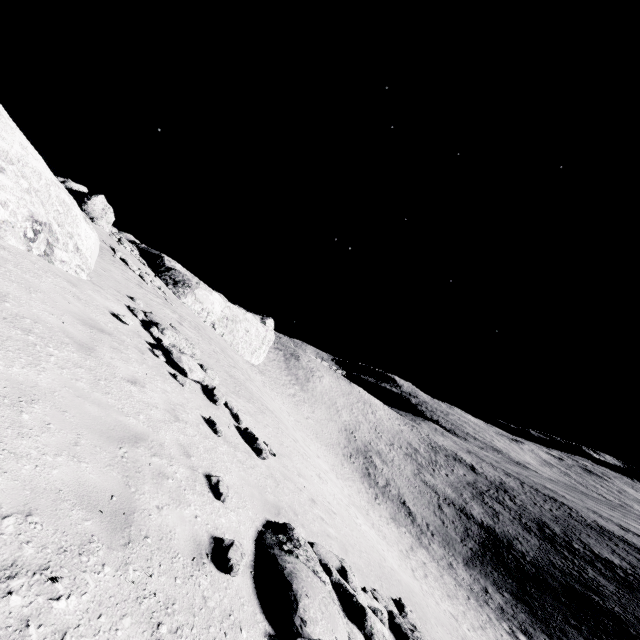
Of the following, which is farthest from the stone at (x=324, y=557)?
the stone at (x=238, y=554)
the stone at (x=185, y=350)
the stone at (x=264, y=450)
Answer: the stone at (x=185, y=350)

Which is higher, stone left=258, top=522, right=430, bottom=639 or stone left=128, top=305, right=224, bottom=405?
stone left=128, top=305, right=224, bottom=405

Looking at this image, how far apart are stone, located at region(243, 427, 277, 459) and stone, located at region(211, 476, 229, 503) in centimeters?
424cm

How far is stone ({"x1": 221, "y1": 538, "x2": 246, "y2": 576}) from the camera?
4.2 meters

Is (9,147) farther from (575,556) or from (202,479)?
(575,556)

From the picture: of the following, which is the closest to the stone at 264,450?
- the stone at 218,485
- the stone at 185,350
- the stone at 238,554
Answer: the stone at 185,350

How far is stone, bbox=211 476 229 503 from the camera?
5.7m

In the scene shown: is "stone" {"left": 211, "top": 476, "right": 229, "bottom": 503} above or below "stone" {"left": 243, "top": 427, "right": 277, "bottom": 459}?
above
